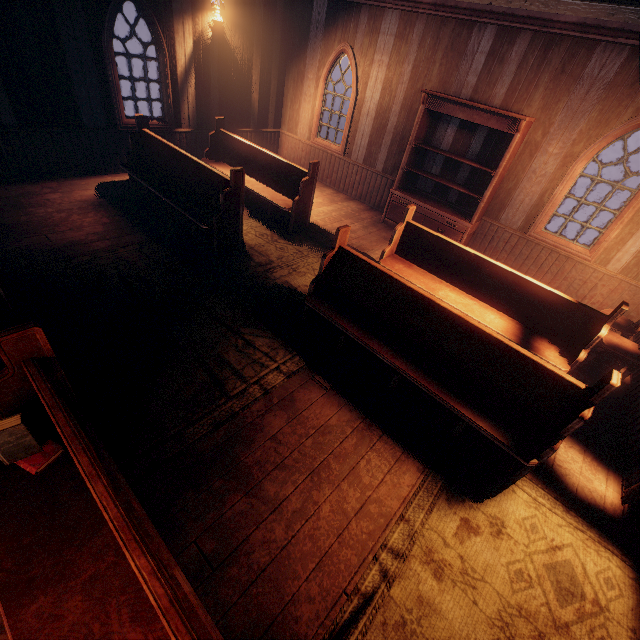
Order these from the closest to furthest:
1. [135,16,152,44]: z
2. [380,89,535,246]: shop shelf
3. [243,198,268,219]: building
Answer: [380,89,535,246]: shop shelf → [243,198,268,219]: building → [135,16,152,44]: z

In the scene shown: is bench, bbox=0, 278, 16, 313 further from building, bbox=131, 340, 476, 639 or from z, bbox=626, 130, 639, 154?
z, bbox=626, 130, 639, 154

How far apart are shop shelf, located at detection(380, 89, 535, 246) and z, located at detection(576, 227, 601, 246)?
7.43m

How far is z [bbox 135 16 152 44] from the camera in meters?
21.3 m

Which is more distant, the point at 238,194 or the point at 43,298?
the point at 238,194

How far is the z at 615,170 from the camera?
25.1m

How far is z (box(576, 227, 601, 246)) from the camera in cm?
1209

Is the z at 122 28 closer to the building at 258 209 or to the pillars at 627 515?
the building at 258 209
